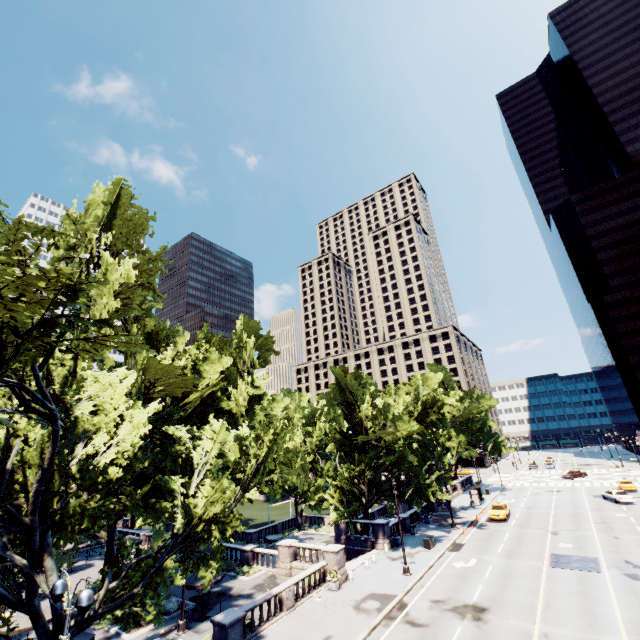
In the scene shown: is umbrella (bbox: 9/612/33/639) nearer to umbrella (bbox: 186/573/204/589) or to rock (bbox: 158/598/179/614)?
rock (bbox: 158/598/179/614)

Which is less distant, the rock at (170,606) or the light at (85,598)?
the light at (85,598)

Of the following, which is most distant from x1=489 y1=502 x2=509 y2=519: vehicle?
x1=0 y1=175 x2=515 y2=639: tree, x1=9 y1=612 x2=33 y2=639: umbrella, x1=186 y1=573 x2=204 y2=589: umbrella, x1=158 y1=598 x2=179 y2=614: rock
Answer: x1=9 y1=612 x2=33 y2=639: umbrella

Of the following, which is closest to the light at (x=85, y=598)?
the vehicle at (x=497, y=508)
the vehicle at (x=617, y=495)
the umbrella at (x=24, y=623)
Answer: the umbrella at (x=24, y=623)

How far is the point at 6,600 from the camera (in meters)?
12.92

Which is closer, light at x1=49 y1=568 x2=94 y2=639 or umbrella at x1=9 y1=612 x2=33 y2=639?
light at x1=49 y1=568 x2=94 y2=639

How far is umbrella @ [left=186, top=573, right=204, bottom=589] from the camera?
21.66m

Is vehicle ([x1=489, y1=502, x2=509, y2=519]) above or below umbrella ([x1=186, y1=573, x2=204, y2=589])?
below
